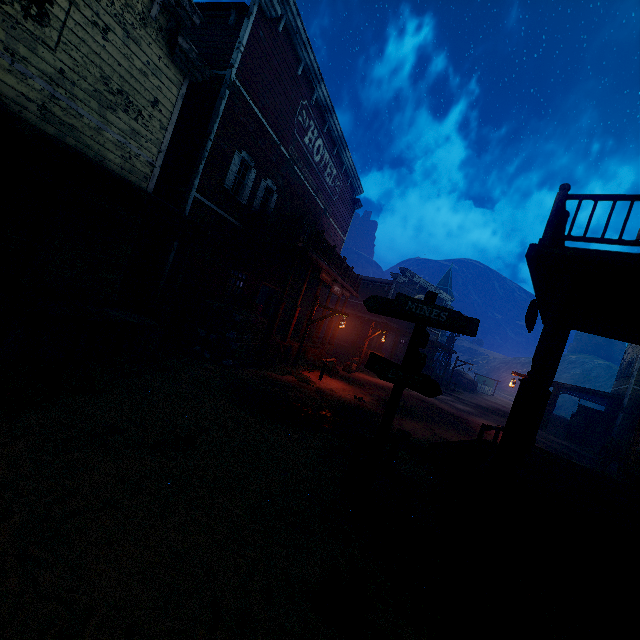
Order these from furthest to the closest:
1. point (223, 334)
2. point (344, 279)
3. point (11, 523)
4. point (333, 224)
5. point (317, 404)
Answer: point (333, 224) < point (344, 279) < point (223, 334) < point (317, 404) < point (11, 523)

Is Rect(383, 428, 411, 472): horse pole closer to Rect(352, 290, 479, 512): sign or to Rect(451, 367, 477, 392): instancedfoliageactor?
Rect(352, 290, 479, 512): sign

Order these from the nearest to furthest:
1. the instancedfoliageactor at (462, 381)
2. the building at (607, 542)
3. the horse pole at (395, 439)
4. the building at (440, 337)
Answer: the building at (607, 542) → the horse pole at (395, 439) → the building at (440, 337) → the instancedfoliageactor at (462, 381)

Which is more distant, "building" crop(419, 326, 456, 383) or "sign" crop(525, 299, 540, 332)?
"building" crop(419, 326, 456, 383)

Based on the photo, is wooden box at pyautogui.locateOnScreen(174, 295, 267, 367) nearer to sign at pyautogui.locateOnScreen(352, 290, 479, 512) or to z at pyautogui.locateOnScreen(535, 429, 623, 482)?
z at pyautogui.locateOnScreen(535, 429, 623, 482)

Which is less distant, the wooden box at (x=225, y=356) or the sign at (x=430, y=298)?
the sign at (x=430, y=298)

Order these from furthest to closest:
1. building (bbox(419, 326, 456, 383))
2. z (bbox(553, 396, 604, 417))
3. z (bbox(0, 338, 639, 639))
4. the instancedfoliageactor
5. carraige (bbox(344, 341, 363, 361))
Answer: z (bbox(553, 396, 604, 417)) → the instancedfoliageactor → building (bbox(419, 326, 456, 383)) → carraige (bbox(344, 341, 363, 361)) → z (bbox(0, 338, 639, 639))
